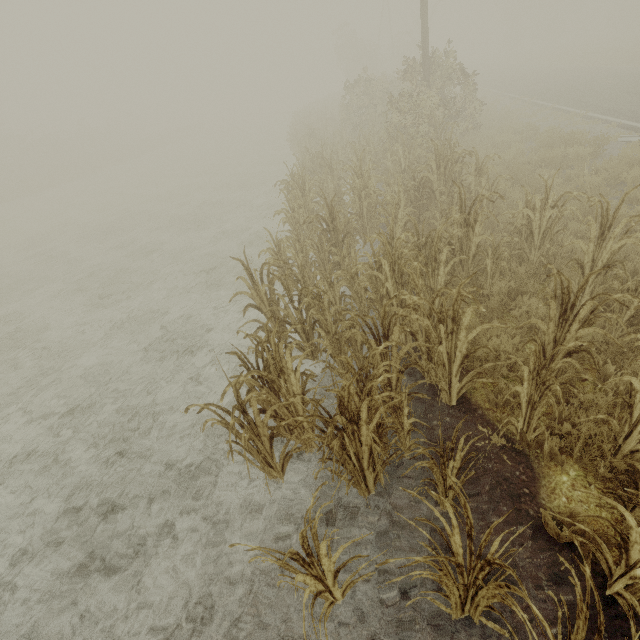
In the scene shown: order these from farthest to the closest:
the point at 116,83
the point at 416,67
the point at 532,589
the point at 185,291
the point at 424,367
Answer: the point at 116,83 < the point at 416,67 < the point at 185,291 < the point at 424,367 < the point at 532,589

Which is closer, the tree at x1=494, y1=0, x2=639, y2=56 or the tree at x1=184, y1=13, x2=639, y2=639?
the tree at x1=184, y1=13, x2=639, y2=639

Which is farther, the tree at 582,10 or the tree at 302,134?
the tree at 582,10

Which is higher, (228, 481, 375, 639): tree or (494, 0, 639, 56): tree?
(494, 0, 639, 56): tree
